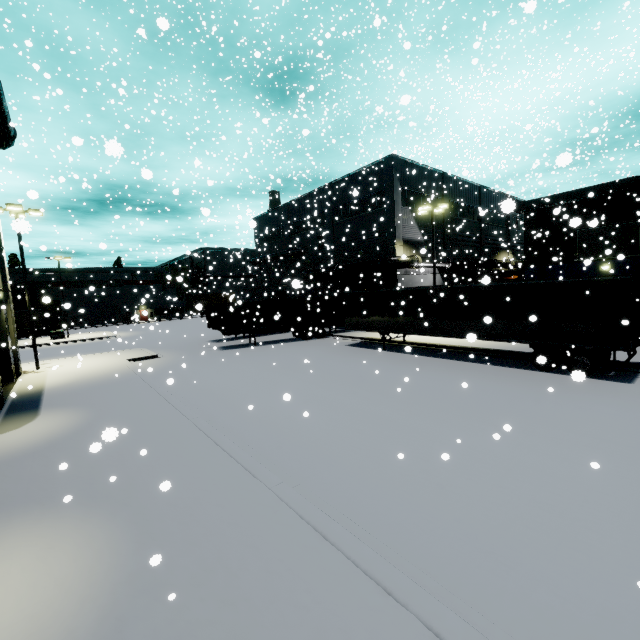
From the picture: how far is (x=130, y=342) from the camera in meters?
33.5 m

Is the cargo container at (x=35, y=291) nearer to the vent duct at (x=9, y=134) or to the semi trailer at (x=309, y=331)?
the semi trailer at (x=309, y=331)

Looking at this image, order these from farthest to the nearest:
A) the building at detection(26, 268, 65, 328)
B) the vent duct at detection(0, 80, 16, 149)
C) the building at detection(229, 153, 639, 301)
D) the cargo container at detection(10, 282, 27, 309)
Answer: the building at detection(26, 268, 65, 328)
the cargo container at detection(10, 282, 27, 309)
the building at detection(229, 153, 639, 301)
the vent duct at detection(0, 80, 16, 149)

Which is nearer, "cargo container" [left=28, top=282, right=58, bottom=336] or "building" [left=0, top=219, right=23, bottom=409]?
"building" [left=0, top=219, right=23, bottom=409]

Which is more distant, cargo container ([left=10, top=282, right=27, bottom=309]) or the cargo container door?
cargo container ([left=10, top=282, right=27, bottom=309])

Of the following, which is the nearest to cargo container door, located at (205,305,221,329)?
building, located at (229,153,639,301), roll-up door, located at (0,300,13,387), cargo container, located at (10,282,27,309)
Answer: cargo container, located at (10,282,27,309)

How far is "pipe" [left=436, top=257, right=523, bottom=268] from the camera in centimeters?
2945cm

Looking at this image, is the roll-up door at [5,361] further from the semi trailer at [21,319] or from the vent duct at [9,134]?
the vent duct at [9,134]
